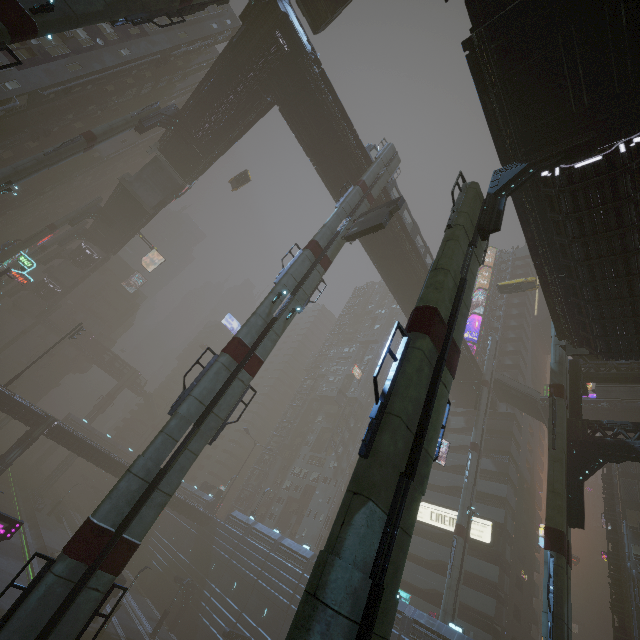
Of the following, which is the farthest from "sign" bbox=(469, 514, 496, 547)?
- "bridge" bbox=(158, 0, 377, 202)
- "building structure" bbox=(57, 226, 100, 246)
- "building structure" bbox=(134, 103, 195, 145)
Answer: "building structure" bbox=(57, 226, 100, 246)

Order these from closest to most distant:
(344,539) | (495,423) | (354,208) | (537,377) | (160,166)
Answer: (344,539)
(354,208)
(160,166)
(495,423)
(537,377)

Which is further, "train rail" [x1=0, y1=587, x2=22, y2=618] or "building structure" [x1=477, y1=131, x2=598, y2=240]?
"train rail" [x1=0, y1=587, x2=22, y2=618]

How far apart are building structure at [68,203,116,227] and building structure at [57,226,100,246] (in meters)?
9.91

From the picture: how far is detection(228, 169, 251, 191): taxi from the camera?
44.3 meters

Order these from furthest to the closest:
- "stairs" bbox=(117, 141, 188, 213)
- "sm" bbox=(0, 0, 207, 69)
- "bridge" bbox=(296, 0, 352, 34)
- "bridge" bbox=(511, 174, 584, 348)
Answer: "stairs" bbox=(117, 141, 188, 213) < "bridge" bbox=(296, 0, 352, 34) < "bridge" bbox=(511, 174, 584, 348) < "sm" bbox=(0, 0, 207, 69)

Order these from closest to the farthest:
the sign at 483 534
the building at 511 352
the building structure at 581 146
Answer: the building structure at 581 146 < the sign at 483 534 < the building at 511 352

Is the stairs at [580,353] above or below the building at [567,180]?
above
